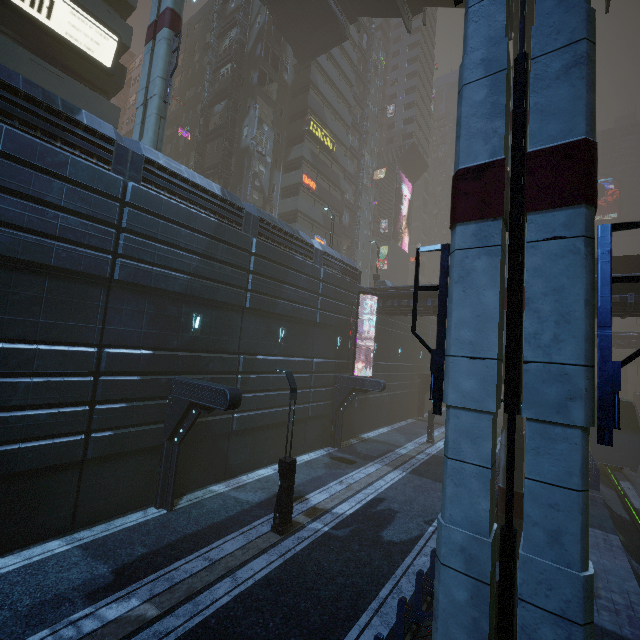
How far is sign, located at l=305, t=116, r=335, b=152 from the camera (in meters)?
34.91

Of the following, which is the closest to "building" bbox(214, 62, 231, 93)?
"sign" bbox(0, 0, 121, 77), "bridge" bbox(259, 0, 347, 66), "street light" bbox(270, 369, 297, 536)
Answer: "sign" bbox(0, 0, 121, 77)

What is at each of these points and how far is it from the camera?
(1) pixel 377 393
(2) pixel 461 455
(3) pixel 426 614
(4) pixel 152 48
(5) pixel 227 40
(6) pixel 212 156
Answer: (1) building, 28.2m
(2) sm, 5.6m
(3) building, 7.7m
(4) sm, 15.9m
(5) building, 35.0m
(6) building, 33.6m

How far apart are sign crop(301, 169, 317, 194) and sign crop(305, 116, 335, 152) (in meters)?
4.34

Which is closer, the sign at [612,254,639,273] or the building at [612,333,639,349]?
the sign at [612,254,639,273]

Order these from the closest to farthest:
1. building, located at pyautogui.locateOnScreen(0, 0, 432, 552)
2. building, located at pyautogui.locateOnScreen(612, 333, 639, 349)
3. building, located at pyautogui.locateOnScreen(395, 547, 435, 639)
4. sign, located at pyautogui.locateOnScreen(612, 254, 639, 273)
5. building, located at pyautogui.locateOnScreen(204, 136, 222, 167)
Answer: building, located at pyautogui.locateOnScreen(395, 547, 435, 639) → building, located at pyautogui.locateOnScreen(0, 0, 432, 552) → sign, located at pyautogui.locateOnScreen(612, 254, 639, 273) → building, located at pyautogui.locateOnScreen(204, 136, 222, 167) → building, located at pyautogui.locateOnScreen(612, 333, 639, 349)

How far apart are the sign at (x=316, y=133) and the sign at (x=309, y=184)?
4.3 meters

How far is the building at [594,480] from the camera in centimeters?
1803cm
